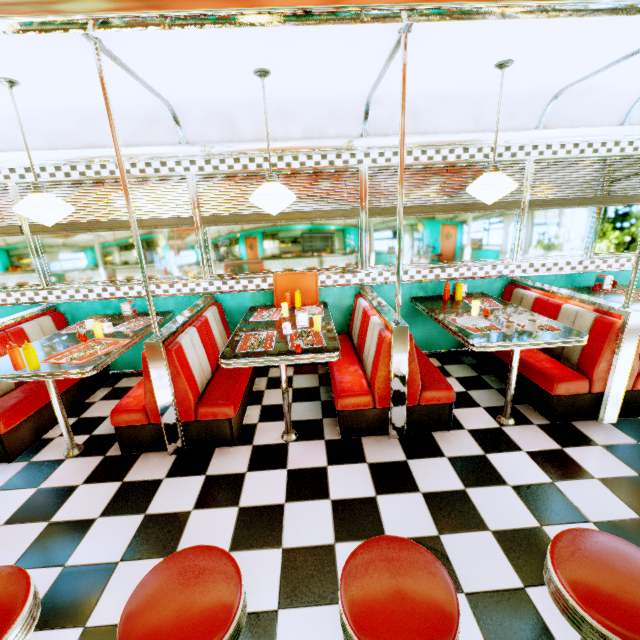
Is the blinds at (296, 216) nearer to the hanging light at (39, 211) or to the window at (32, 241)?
the window at (32, 241)

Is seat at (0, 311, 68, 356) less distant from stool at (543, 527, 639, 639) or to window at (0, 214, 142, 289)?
window at (0, 214, 142, 289)

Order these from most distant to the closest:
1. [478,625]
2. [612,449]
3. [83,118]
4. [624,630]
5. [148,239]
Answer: [148,239] → [83,118] → [612,449] → [478,625] → [624,630]

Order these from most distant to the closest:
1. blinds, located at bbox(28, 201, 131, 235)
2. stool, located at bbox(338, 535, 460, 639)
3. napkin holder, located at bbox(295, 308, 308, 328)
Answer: blinds, located at bbox(28, 201, 131, 235) → napkin holder, located at bbox(295, 308, 308, 328) → stool, located at bbox(338, 535, 460, 639)

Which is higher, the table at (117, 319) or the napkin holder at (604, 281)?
the napkin holder at (604, 281)

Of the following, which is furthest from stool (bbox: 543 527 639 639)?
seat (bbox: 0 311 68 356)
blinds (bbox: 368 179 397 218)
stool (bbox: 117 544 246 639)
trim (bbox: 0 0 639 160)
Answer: seat (bbox: 0 311 68 356)

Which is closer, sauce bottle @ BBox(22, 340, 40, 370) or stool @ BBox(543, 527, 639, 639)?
stool @ BBox(543, 527, 639, 639)

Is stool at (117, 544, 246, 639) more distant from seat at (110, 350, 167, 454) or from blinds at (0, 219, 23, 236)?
blinds at (0, 219, 23, 236)
